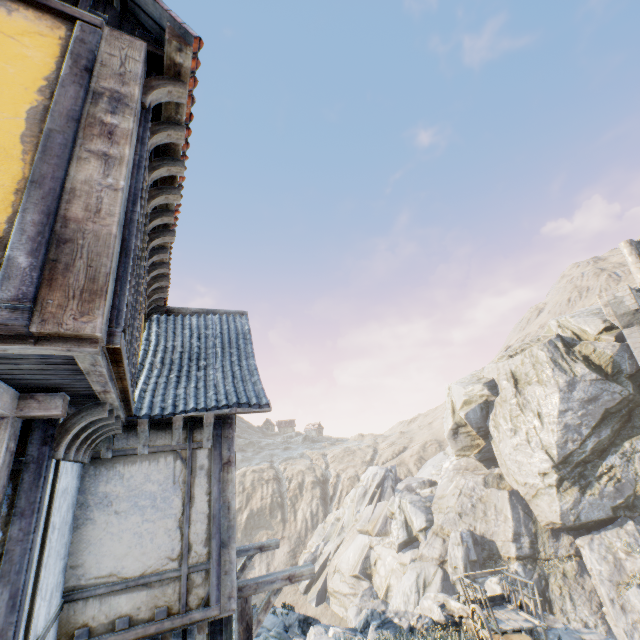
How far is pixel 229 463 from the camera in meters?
5.8 m

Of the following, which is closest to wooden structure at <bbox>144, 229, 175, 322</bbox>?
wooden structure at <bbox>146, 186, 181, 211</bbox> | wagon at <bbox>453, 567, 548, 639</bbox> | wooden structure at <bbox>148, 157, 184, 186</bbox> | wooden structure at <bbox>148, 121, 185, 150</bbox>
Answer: wooden structure at <bbox>146, 186, 181, 211</bbox>

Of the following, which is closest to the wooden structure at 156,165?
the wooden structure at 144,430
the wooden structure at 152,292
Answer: the wooden structure at 152,292

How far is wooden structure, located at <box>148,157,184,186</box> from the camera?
4.0m

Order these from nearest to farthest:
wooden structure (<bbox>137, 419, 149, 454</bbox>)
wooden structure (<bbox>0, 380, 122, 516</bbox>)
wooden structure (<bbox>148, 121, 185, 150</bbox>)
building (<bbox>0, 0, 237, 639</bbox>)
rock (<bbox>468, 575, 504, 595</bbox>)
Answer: building (<bbox>0, 0, 237, 639</bbox>), wooden structure (<bbox>0, 380, 122, 516</bbox>), wooden structure (<bbox>148, 121, 185, 150</bbox>), wooden structure (<bbox>137, 419, 149, 454</bbox>), rock (<bbox>468, 575, 504, 595</bbox>)

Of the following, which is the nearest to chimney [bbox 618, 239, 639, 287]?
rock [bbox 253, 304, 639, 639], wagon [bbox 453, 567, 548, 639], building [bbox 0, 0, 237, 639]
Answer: rock [bbox 253, 304, 639, 639]

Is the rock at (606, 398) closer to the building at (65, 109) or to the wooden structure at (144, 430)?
the building at (65, 109)

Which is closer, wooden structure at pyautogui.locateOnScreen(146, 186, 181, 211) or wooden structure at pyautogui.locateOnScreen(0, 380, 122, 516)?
wooden structure at pyautogui.locateOnScreen(0, 380, 122, 516)
